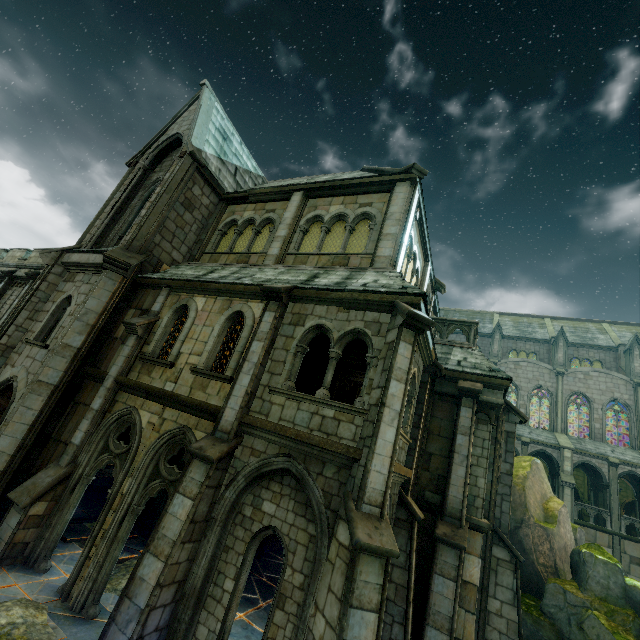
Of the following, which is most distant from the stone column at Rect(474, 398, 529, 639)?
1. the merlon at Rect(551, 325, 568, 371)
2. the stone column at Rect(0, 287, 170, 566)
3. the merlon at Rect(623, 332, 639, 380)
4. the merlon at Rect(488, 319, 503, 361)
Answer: the merlon at Rect(623, 332, 639, 380)

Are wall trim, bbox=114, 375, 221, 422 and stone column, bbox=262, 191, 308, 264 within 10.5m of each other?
yes

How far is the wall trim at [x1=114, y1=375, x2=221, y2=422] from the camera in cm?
796

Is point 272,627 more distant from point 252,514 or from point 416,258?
point 416,258

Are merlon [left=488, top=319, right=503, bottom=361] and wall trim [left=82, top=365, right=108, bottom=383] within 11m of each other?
no

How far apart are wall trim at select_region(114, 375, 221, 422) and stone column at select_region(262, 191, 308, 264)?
5.3 meters

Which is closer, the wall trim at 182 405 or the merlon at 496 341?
the wall trim at 182 405

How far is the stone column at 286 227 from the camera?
11.7 meters
